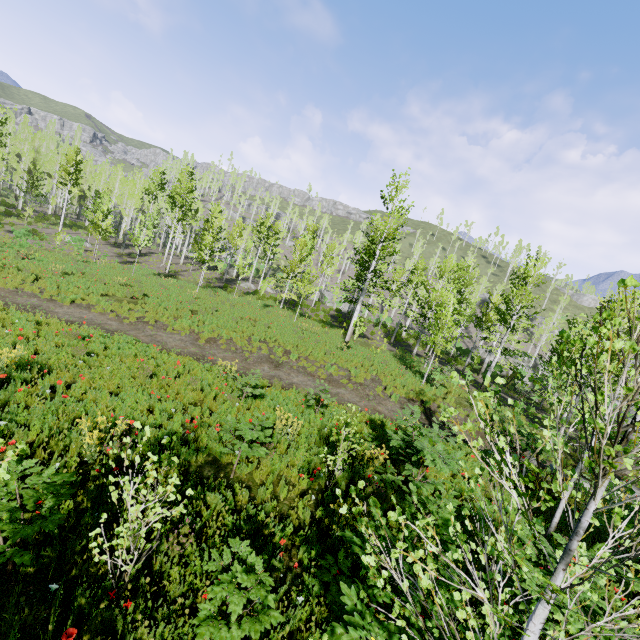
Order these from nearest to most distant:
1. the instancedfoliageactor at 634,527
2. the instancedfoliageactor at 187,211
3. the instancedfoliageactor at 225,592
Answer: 1. the instancedfoliageactor at 634,527
2. the instancedfoliageactor at 225,592
3. the instancedfoliageactor at 187,211

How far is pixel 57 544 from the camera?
3.77m

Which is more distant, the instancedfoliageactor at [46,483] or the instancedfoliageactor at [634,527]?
the instancedfoliageactor at [46,483]

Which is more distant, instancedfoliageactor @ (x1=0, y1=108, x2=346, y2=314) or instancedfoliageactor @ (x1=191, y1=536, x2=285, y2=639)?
instancedfoliageactor @ (x1=0, y1=108, x2=346, y2=314)
